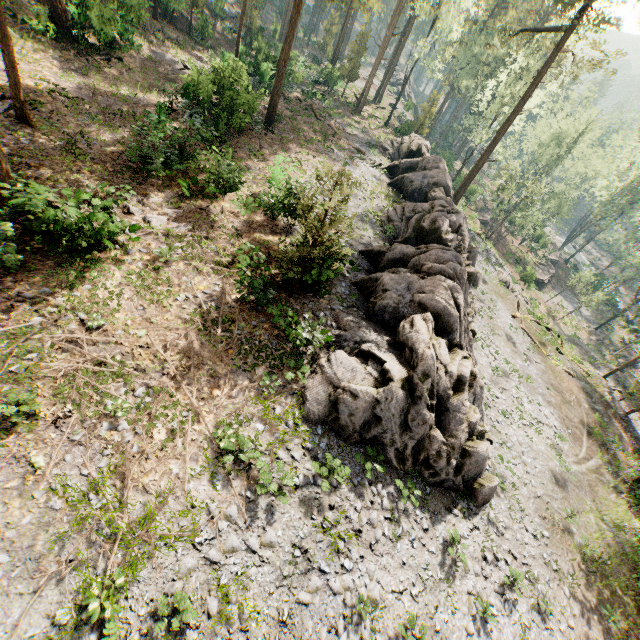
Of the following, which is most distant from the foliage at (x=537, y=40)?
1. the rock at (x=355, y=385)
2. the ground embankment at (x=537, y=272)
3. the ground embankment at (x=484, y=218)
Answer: the ground embankment at (x=484, y=218)

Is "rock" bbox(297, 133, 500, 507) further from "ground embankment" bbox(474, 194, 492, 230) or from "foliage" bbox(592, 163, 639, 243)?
"ground embankment" bbox(474, 194, 492, 230)

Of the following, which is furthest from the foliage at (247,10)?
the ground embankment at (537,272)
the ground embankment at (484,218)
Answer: the ground embankment at (484,218)

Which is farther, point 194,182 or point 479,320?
point 479,320

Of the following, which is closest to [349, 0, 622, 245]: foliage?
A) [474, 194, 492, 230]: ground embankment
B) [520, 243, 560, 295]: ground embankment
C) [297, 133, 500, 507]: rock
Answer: [297, 133, 500, 507]: rock

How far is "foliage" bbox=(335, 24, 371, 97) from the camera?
40.00m
